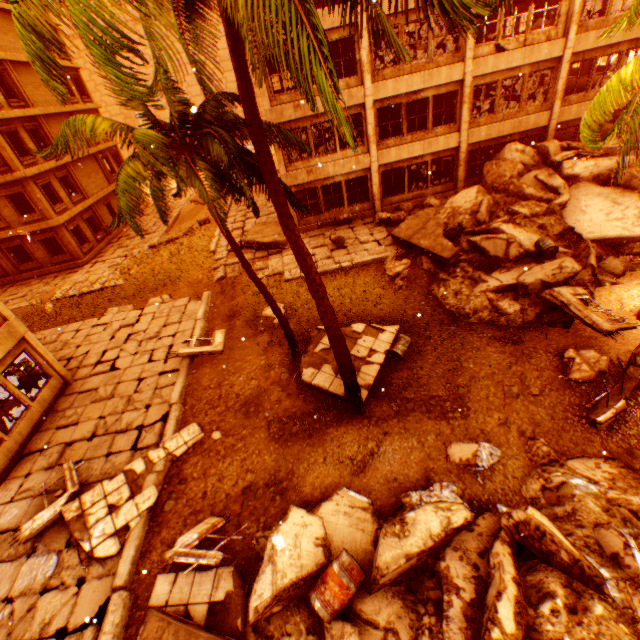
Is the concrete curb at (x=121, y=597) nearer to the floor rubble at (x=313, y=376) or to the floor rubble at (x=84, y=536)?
the floor rubble at (x=84, y=536)

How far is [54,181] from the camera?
22.9 meters

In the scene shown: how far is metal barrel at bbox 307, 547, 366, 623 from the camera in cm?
507

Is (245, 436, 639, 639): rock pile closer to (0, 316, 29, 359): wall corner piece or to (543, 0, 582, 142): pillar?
(543, 0, 582, 142): pillar

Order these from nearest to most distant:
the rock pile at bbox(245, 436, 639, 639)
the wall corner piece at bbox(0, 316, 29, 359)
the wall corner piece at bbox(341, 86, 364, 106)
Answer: the rock pile at bbox(245, 436, 639, 639) < the wall corner piece at bbox(0, 316, 29, 359) < the wall corner piece at bbox(341, 86, 364, 106)

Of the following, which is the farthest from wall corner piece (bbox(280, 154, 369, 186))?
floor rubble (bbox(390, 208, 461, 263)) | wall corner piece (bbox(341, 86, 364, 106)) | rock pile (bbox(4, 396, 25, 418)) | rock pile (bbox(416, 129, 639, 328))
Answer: rock pile (bbox(4, 396, 25, 418))

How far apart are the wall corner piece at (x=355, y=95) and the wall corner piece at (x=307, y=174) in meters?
2.2

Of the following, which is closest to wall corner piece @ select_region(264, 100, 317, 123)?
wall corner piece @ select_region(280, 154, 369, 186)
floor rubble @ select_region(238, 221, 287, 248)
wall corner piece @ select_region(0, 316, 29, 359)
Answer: wall corner piece @ select_region(280, 154, 369, 186)
